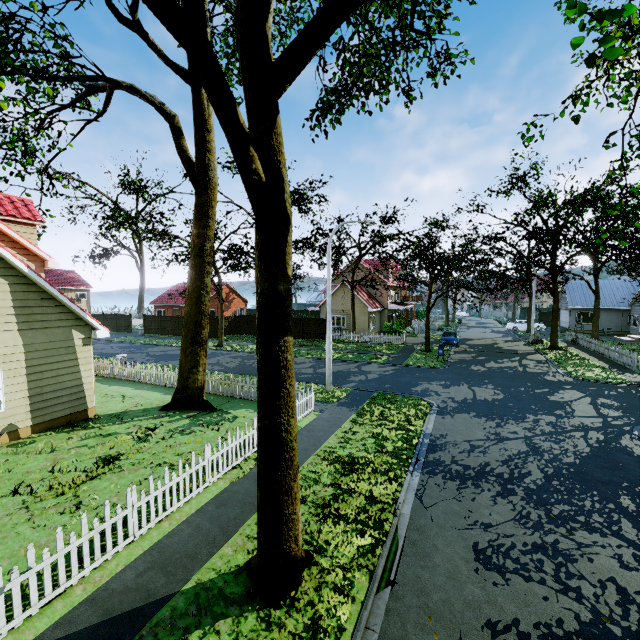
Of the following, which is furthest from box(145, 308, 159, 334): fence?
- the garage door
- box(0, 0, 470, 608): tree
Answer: the garage door

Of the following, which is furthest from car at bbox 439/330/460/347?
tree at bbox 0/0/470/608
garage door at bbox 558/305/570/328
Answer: garage door at bbox 558/305/570/328

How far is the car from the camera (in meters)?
29.77

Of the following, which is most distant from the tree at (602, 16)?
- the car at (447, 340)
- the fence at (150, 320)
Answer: the car at (447, 340)

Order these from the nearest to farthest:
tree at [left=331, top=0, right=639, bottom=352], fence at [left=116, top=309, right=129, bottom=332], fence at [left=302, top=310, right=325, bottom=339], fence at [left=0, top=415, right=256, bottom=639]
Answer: fence at [left=0, top=415, right=256, bottom=639]
tree at [left=331, top=0, right=639, bottom=352]
fence at [left=302, top=310, right=325, bottom=339]
fence at [left=116, top=309, right=129, bottom=332]

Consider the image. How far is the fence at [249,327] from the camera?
37.74m

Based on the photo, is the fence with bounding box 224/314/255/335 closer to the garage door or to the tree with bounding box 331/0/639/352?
the tree with bounding box 331/0/639/352

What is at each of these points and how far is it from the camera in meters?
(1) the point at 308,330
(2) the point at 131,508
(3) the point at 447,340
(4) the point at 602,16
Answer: (1) fence, 34.9
(2) fence, 6.2
(3) car, 31.1
(4) tree, 4.0
